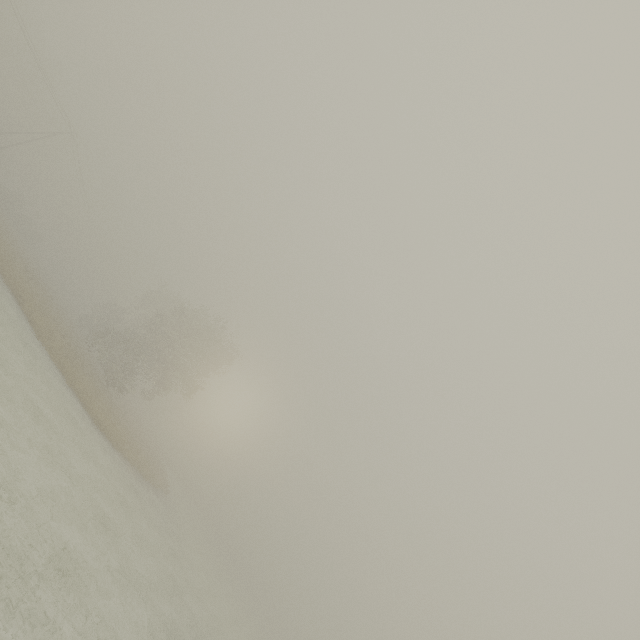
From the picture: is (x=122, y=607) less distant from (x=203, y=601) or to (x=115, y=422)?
(x=203, y=601)

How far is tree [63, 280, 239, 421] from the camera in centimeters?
3172cm

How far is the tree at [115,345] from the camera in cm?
3172
